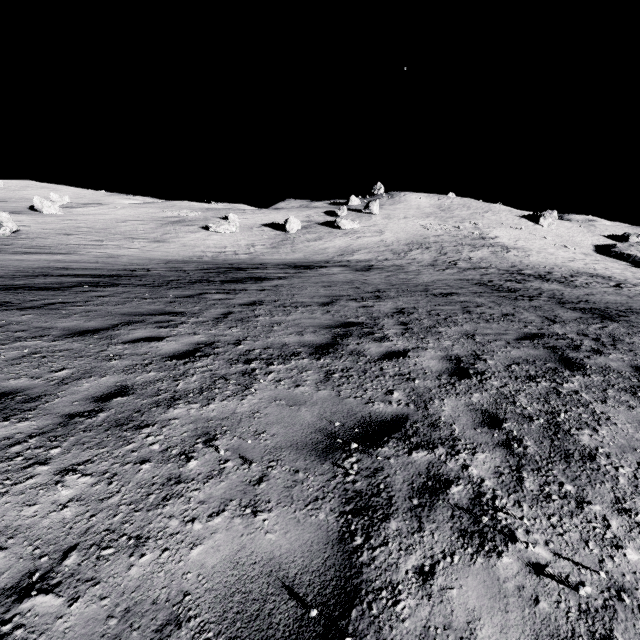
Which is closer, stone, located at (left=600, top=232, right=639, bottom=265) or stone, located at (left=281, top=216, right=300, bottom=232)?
stone, located at (left=281, top=216, right=300, bottom=232)

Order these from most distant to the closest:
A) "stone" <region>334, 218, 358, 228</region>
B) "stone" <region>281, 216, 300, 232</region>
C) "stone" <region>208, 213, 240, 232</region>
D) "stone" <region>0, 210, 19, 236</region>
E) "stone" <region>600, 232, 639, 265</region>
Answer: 1. "stone" <region>600, 232, 639, 265</region>
2. "stone" <region>334, 218, 358, 228</region>
3. "stone" <region>281, 216, 300, 232</region>
4. "stone" <region>208, 213, 240, 232</region>
5. "stone" <region>0, 210, 19, 236</region>

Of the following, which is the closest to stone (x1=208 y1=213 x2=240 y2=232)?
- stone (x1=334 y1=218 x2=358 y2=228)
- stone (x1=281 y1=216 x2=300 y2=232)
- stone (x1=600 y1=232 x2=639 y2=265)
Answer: stone (x1=281 y1=216 x2=300 y2=232)

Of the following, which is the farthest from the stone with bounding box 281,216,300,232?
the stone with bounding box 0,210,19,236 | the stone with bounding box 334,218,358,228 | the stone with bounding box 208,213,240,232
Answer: the stone with bounding box 0,210,19,236

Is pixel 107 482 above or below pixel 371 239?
below

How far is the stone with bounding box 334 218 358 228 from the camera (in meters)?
45.34

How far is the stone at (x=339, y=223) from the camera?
45.3m

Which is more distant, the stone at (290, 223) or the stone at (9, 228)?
the stone at (290, 223)
